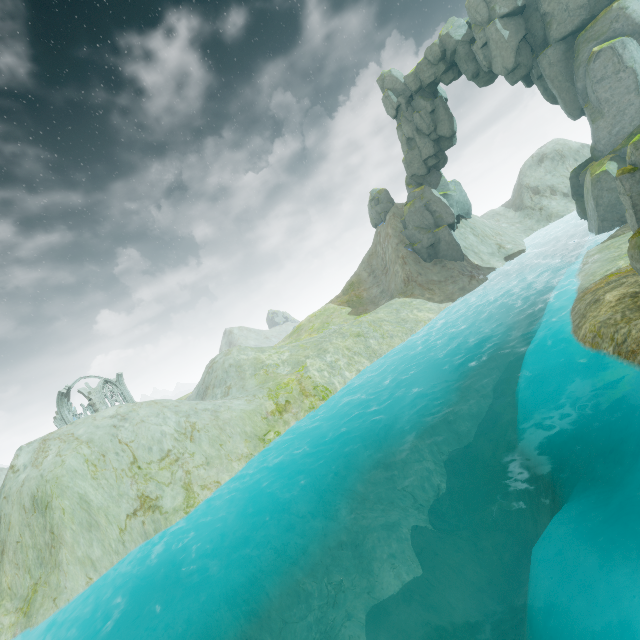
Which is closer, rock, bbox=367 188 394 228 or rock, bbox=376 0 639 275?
rock, bbox=376 0 639 275

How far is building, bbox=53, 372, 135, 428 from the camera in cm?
4456

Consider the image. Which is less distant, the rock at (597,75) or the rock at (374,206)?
the rock at (597,75)

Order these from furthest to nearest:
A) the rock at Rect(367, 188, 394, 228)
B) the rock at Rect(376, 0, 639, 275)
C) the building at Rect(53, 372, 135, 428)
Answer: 1. the rock at Rect(367, 188, 394, 228)
2. the building at Rect(53, 372, 135, 428)
3. the rock at Rect(376, 0, 639, 275)

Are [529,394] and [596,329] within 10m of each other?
yes

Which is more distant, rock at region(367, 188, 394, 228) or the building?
rock at region(367, 188, 394, 228)

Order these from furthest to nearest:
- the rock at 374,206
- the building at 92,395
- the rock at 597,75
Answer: the rock at 374,206, the building at 92,395, the rock at 597,75
